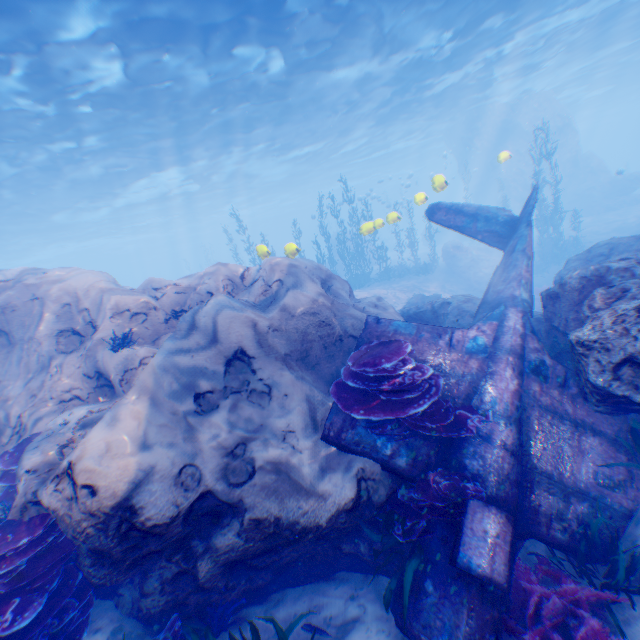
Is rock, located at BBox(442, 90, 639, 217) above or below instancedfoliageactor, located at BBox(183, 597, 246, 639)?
above

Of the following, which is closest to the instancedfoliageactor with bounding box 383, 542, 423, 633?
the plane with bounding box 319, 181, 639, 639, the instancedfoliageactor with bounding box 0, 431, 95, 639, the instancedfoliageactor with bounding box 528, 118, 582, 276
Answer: the plane with bounding box 319, 181, 639, 639

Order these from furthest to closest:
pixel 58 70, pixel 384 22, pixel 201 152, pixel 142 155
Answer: pixel 201 152
pixel 142 155
pixel 384 22
pixel 58 70

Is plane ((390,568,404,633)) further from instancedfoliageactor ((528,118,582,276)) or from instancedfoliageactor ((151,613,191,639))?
instancedfoliageactor ((528,118,582,276))

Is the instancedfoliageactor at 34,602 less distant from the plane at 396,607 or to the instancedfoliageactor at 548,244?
the plane at 396,607

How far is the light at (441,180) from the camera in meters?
10.7

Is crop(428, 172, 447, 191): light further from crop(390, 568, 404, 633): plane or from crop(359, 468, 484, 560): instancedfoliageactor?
crop(359, 468, 484, 560): instancedfoliageactor

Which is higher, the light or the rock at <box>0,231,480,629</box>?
the light
